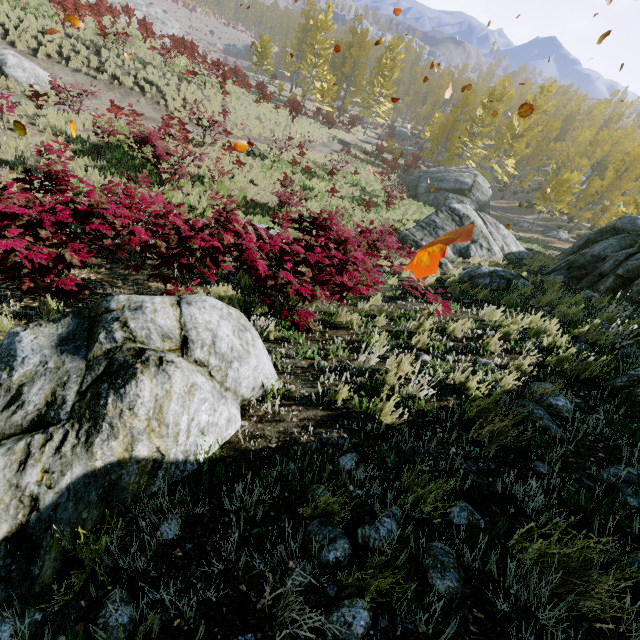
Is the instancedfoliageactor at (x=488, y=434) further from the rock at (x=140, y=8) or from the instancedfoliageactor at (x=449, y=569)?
the rock at (x=140, y=8)

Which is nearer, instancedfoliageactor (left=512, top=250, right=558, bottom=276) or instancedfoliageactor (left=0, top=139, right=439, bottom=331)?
instancedfoliageactor (left=0, top=139, right=439, bottom=331)

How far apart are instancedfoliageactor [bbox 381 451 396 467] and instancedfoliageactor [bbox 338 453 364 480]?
0.2 meters

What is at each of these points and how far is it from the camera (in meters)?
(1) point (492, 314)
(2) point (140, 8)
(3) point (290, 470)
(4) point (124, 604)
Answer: (1) instancedfoliageactor, 6.20
(2) rock, 35.84
(3) instancedfoliageactor, 2.24
(4) instancedfoliageactor, 1.43

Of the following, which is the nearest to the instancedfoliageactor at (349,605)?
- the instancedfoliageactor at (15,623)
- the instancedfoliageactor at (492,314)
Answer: the instancedfoliageactor at (15,623)

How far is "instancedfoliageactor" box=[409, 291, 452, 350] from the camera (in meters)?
4.67

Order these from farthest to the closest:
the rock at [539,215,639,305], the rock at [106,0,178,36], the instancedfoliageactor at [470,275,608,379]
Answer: the rock at [106,0,178,36] < the rock at [539,215,639,305] < the instancedfoliageactor at [470,275,608,379]

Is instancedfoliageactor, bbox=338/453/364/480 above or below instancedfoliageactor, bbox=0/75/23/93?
above
